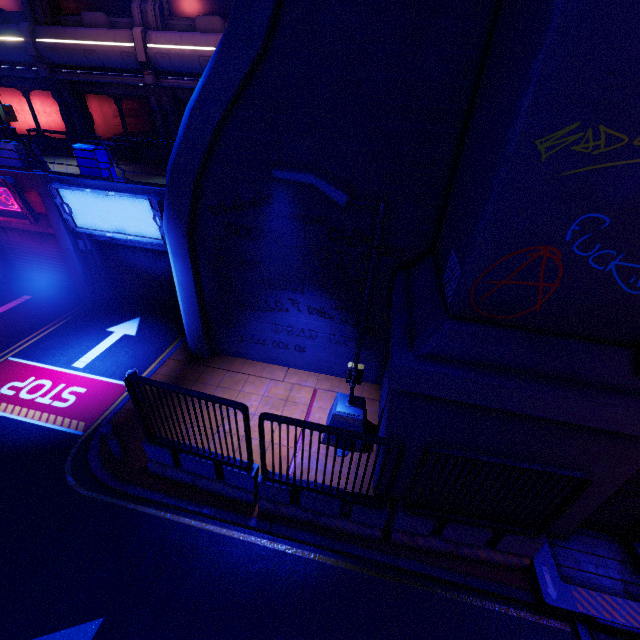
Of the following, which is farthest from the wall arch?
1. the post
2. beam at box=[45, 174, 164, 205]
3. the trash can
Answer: the trash can

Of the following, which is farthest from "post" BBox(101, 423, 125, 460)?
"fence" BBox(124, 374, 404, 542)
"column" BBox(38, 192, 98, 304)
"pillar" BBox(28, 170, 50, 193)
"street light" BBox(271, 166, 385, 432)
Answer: "pillar" BBox(28, 170, 50, 193)

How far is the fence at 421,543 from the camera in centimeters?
479cm

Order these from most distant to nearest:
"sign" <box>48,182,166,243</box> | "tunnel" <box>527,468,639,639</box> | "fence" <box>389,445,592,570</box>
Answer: "sign" <box>48,182,166,243</box>
"tunnel" <box>527,468,639,639</box>
"fence" <box>389,445,592,570</box>

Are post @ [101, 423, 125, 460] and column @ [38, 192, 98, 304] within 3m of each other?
no

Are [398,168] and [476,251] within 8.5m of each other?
yes

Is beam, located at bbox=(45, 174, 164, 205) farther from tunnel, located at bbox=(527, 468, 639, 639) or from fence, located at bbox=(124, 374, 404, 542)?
tunnel, located at bbox=(527, 468, 639, 639)

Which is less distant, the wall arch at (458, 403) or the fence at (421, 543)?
the wall arch at (458, 403)
